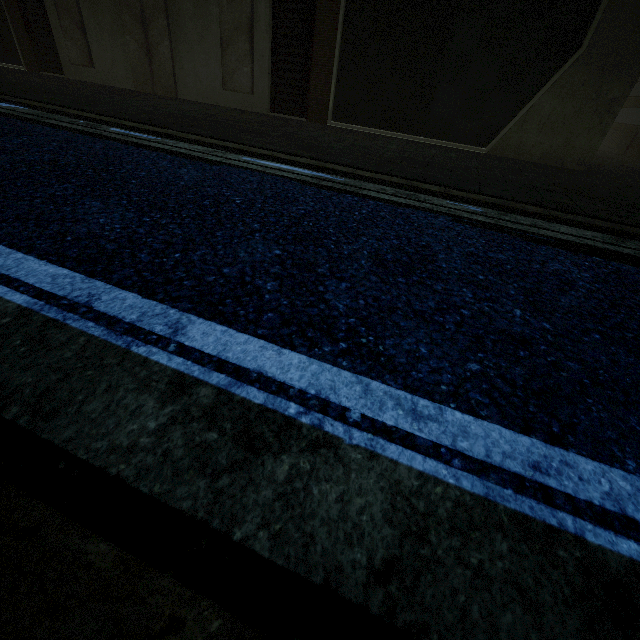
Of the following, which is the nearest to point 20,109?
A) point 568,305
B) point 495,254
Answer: Result: point 495,254
